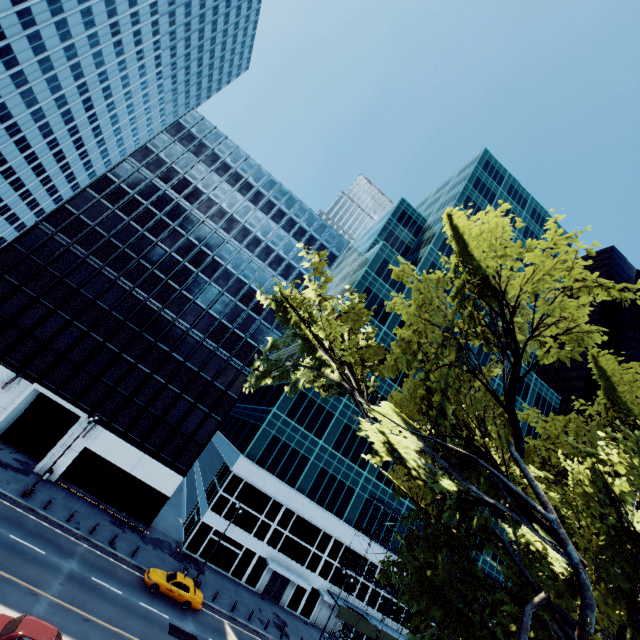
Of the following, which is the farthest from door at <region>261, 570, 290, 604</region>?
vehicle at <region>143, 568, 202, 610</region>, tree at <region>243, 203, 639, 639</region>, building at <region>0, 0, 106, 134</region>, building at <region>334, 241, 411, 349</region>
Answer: building at <region>0, 0, 106, 134</region>

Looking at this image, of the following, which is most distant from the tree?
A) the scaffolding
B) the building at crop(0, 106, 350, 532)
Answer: the building at crop(0, 106, 350, 532)

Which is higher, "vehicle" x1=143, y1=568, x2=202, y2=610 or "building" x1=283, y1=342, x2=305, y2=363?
"building" x1=283, y1=342, x2=305, y2=363

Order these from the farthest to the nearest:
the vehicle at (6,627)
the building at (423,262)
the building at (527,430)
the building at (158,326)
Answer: the building at (527,430), the building at (423,262), the building at (158,326), the vehicle at (6,627)

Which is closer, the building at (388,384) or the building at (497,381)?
the building at (388,384)

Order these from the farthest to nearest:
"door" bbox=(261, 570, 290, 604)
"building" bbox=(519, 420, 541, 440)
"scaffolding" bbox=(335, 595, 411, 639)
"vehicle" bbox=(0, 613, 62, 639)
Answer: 1. "building" bbox=(519, 420, 541, 440)
2. "door" bbox=(261, 570, 290, 604)
3. "scaffolding" bbox=(335, 595, 411, 639)
4. "vehicle" bbox=(0, 613, 62, 639)

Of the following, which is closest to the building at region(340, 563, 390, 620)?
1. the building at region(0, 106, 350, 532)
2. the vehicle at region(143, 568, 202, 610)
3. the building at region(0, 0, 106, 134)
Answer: the building at region(0, 106, 350, 532)

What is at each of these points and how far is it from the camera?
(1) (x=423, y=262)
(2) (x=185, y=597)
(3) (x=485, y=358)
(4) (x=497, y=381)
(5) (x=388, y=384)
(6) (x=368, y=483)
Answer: (1) building, 57.8m
(2) vehicle, 25.8m
(3) building, 58.4m
(4) building, 58.3m
(5) building, 49.5m
(6) building, 44.7m
